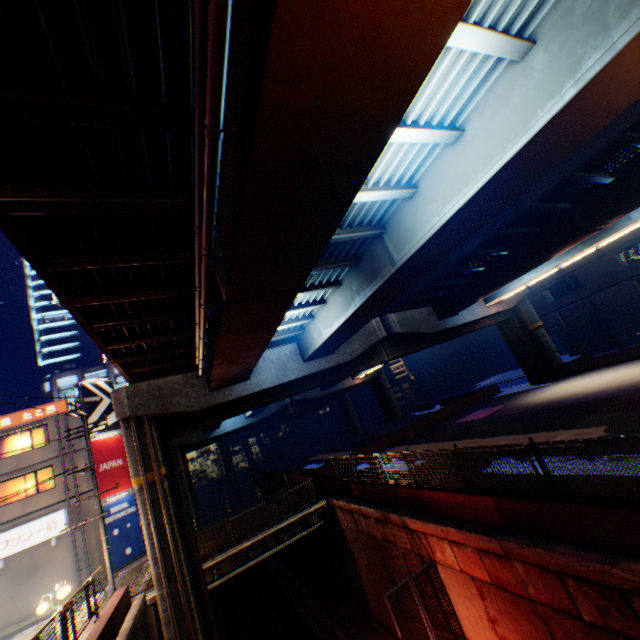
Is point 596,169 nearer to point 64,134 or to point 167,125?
point 167,125

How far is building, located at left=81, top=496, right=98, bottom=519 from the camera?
22.22m

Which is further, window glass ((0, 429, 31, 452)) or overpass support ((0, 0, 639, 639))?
window glass ((0, 429, 31, 452))

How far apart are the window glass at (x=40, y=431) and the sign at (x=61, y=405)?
0.6 meters

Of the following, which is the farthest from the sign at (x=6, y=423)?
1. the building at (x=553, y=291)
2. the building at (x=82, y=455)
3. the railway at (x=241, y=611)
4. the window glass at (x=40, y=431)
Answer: the building at (x=553, y=291)

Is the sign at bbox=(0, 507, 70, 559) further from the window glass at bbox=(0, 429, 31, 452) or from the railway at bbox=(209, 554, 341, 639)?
the railway at bbox=(209, 554, 341, 639)

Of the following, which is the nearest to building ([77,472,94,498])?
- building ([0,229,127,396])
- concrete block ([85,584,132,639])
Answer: concrete block ([85,584,132,639])
